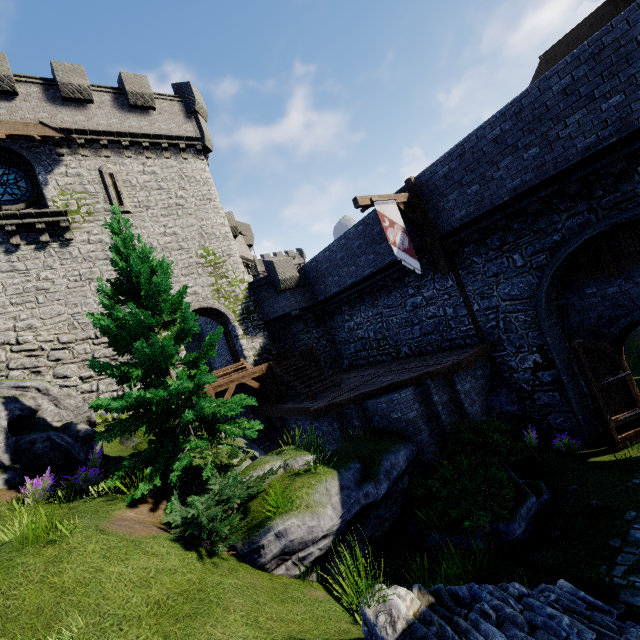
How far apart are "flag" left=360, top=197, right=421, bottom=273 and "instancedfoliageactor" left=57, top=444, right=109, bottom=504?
10.49m

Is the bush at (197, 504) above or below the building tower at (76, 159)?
below

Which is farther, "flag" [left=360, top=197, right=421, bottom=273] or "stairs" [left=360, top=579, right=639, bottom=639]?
"flag" [left=360, top=197, right=421, bottom=273]

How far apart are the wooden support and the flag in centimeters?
35cm

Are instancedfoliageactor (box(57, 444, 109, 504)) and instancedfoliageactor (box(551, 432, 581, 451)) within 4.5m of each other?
no

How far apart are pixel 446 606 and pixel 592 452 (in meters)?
8.84

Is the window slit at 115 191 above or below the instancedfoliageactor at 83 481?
above

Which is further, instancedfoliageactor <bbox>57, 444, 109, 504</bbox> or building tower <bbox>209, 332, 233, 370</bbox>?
building tower <bbox>209, 332, 233, 370</bbox>
